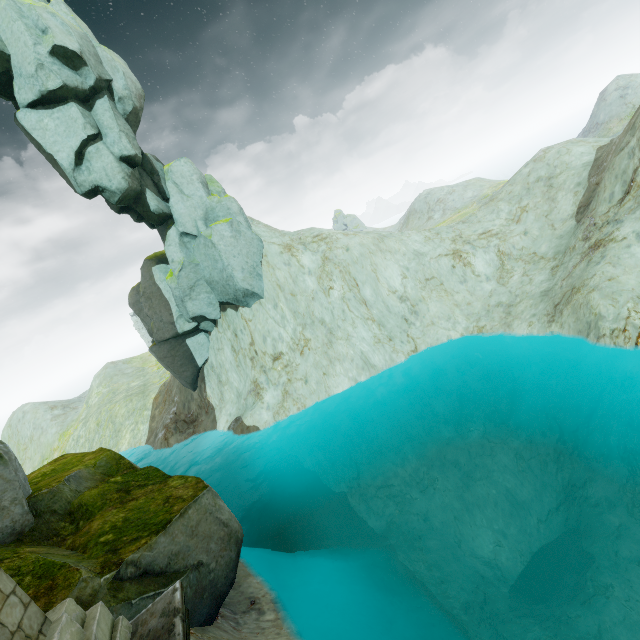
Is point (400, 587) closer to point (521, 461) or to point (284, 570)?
point (284, 570)

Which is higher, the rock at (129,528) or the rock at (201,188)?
the rock at (201,188)

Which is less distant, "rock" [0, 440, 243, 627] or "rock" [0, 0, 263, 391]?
"rock" [0, 440, 243, 627]

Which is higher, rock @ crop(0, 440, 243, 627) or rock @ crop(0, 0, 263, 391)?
rock @ crop(0, 0, 263, 391)

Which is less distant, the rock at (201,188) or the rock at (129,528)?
the rock at (129,528)
